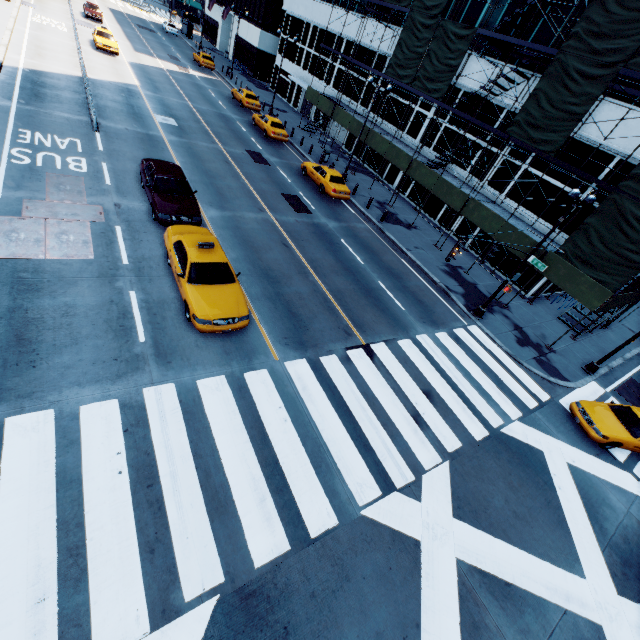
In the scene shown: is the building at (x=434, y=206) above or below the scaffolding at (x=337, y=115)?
below

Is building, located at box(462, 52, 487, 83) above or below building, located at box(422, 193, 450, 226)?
above

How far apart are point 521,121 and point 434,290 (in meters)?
10.71

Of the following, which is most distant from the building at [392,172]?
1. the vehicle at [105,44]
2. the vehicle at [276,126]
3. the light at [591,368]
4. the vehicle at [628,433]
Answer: the vehicle at [105,44]

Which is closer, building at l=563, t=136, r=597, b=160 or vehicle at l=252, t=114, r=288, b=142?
building at l=563, t=136, r=597, b=160

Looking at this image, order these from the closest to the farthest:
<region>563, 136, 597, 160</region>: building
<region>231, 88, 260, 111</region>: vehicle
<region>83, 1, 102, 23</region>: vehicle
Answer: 1. <region>563, 136, 597, 160</region>: building
2. <region>231, 88, 260, 111</region>: vehicle
3. <region>83, 1, 102, 23</region>: vehicle
